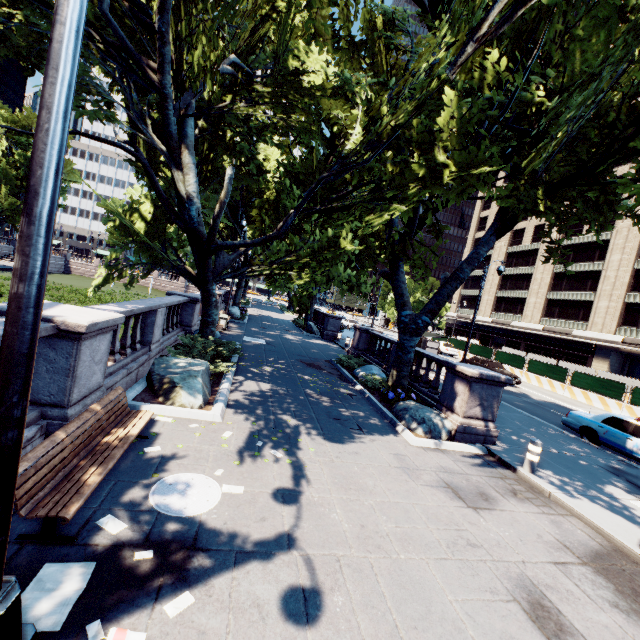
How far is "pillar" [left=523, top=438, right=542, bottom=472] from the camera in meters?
8.1 m

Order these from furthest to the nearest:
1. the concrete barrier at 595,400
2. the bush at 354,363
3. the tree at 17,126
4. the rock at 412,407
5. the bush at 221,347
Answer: the tree at 17,126 → the concrete barrier at 595,400 → the bush at 354,363 → the bush at 221,347 → the rock at 412,407

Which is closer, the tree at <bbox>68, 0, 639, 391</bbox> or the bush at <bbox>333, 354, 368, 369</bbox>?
the tree at <bbox>68, 0, 639, 391</bbox>

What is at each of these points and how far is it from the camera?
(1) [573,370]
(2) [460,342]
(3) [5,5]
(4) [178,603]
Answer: (1) fence, 24.8m
(2) fence, 38.3m
(3) tree, 9.4m
(4) instancedfoliageactor, 3.3m

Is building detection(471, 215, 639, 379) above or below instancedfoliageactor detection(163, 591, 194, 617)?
above

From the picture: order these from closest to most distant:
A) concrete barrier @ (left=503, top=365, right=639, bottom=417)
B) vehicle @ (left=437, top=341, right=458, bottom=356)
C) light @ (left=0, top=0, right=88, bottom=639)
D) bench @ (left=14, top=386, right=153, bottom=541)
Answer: light @ (left=0, top=0, right=88, bottom=639)
bench @ (left=14, top=386, right=153, bottom=541)
concrete barrier @ (left=503, top=365, right=639, bottom=417)
vehicle @ (left=437, top=341, right=458, bottom=356)

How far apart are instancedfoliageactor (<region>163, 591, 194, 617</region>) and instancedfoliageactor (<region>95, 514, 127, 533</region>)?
1.2m

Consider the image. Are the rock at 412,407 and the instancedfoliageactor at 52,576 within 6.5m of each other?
no
